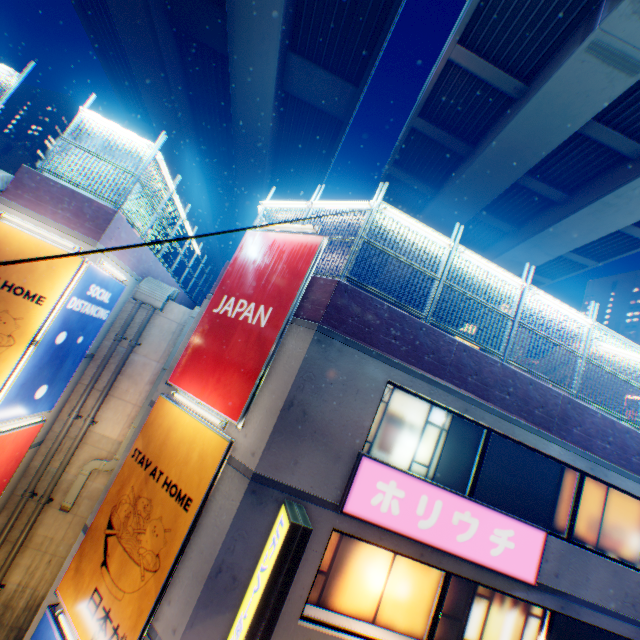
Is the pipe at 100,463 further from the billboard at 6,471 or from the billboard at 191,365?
the billboard at 191,365

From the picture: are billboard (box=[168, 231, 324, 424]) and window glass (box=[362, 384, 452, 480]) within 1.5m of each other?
no

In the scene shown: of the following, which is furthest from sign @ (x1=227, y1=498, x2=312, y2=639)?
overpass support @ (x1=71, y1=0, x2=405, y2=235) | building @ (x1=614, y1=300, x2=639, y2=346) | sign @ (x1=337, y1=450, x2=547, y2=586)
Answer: building @ (x1=614, y1=300, x2=639, y2=346)

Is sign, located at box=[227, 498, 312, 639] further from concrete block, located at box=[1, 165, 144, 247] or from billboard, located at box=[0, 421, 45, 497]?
concrete block, located at box=[1, 165, 144, 247]

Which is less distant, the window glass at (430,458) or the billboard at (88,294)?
the window glass at (430,458)

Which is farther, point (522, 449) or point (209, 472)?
point (522, 449)

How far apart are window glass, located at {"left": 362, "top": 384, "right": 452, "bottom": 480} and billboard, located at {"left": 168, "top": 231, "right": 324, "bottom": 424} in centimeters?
228cm

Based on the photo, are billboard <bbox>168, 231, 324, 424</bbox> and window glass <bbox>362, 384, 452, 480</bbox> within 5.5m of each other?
yes
